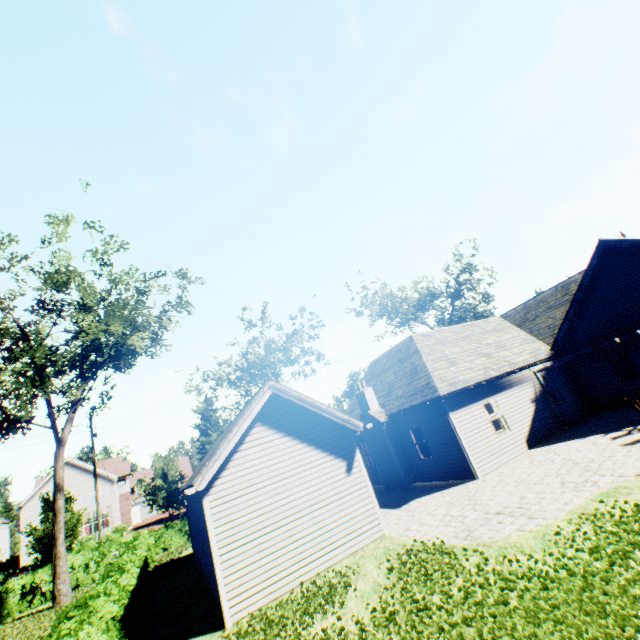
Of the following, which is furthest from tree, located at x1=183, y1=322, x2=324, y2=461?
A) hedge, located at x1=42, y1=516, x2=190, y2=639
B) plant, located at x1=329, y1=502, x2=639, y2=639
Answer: hedge, located at x1=42, y1=516, x2=190, y2=639

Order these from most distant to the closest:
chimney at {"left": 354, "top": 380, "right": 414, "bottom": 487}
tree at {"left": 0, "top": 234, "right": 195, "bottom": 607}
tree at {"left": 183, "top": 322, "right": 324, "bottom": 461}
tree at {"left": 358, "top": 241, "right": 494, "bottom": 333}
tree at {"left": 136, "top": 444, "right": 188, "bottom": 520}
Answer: tree at {"left": 358, "top": 241, "right": 494, "bottom": 333}
tree at {"left": 183, "top": 322, "right": 324, "bottom": 461}
tree at {"left": 136, "top": 444, "right": 188, "bottom": 520}
tree at {"left": 0, "top": 234, "right": 195, "bottom": 607}
chimney at {"left": 354, "top": 380, "right": 414, "bottom": 487}

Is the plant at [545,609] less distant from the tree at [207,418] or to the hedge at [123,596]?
the tree at [207,418]

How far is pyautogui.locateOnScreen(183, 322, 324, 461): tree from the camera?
26.8 meters

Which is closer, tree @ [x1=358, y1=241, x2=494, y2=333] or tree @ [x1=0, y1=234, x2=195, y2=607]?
tree @ [x1=0, y1=234, x2=195, y2=607]

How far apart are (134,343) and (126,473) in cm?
3646

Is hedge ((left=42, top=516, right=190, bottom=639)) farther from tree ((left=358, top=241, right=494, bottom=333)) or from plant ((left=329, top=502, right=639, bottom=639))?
plant ((left=329, top=502, right=639, bottom=639))

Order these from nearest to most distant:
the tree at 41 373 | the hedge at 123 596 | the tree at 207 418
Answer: the hedge at 123 596 → the tree at 41 373 → the tree at 207 418
